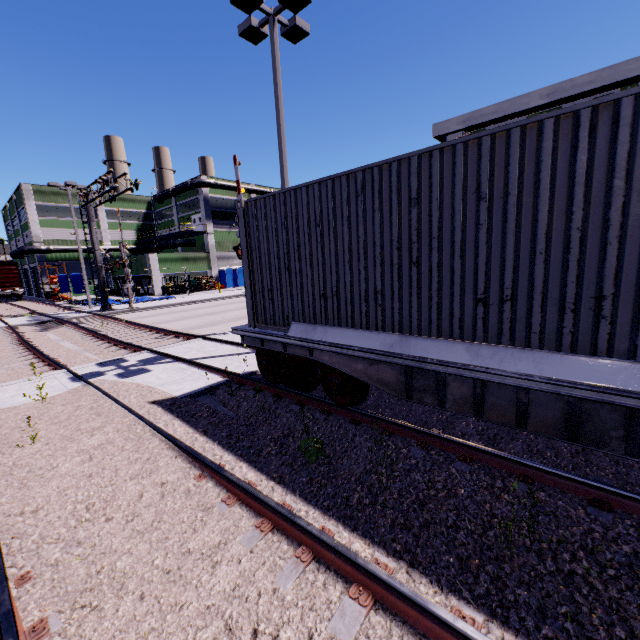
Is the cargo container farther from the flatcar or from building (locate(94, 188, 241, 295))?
building (locate(94, 188, 241, 295))

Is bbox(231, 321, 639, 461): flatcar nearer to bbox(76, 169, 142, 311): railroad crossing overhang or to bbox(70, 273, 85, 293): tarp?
bbox(76, 169, 142, 311): railroad crossing overhang

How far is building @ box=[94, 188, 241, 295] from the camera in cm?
4062

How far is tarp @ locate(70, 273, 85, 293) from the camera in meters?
29.5

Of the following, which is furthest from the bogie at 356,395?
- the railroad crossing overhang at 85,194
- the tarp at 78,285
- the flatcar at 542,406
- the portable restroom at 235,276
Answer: the portable restroom at 235,276

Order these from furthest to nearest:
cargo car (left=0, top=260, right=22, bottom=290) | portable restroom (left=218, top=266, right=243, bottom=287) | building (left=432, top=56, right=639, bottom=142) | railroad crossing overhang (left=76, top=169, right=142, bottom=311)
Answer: portable restroom (left=218, top=266, right=243, bottom=287) < cargo car (left=0, top=260, right=22, bottom=290) < railroad crossing overhang (left=76, top=169, right=142, bottom=311) < building (left=432, top=56, right=639, bottom=142)

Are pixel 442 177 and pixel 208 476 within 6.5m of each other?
yes

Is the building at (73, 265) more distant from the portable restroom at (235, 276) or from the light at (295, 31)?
the light at (295, 31)
